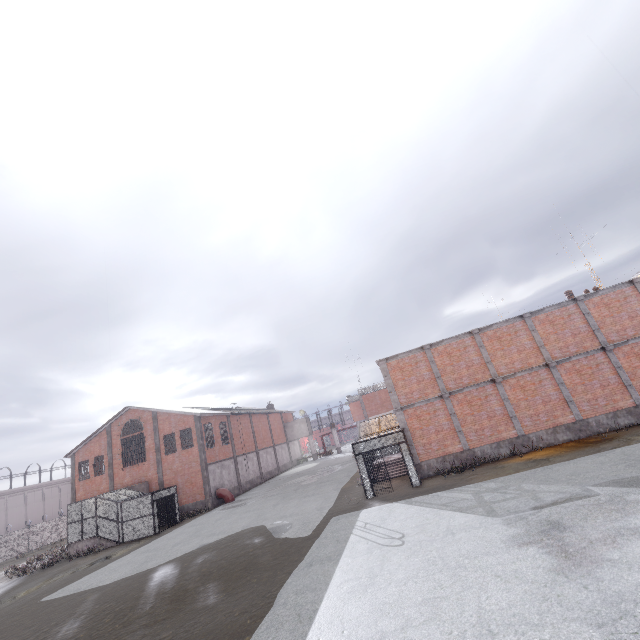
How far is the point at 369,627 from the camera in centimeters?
651cm

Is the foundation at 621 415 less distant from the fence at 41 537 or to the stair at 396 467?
the stair at 396 467

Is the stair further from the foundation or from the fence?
the fence

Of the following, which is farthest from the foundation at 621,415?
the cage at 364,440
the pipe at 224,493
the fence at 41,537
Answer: the pipe at 224,493

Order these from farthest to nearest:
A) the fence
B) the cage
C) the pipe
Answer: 1. the fence
2. the pipe
3. the cage

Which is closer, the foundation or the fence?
the foundation

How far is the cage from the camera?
17.3 meters

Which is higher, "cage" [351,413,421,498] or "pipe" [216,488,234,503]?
"cage" [351,413,421,498]
